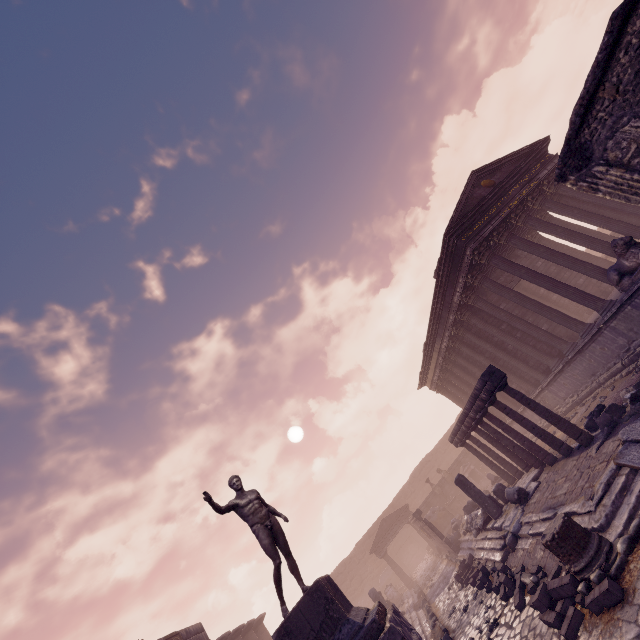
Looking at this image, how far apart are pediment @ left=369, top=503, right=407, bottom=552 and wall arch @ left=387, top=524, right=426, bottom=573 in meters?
7.4

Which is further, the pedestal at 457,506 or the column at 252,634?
the pedestal at 457,506

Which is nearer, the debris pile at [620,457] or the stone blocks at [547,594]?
the stone blocks at [547,594]

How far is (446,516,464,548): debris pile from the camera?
16.7 meters

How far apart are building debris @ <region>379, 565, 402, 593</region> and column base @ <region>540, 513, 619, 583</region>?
28.6 meters

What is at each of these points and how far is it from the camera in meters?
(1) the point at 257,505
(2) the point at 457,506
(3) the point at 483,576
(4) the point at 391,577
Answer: (1) sculpture, 7.2
(2) pedestal, 24.4
(3) stone blocks, 9.7
(4) building debris, 28.5

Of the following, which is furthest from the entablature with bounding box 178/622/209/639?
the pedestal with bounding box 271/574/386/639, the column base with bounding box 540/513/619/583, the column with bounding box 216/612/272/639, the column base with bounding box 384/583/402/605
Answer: the column base with bounding box 540/513/619/583

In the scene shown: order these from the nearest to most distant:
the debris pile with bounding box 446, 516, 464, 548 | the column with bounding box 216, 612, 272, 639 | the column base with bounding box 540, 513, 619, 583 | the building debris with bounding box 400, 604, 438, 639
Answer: the column base with bounding box 540, 513, 619, 583 → the building debris with bounding box 400, 604, 438, 639 → the debris pile with bounding box 446, 516, 464, 548 → the column with bounding box 216, 612, 272, 639
